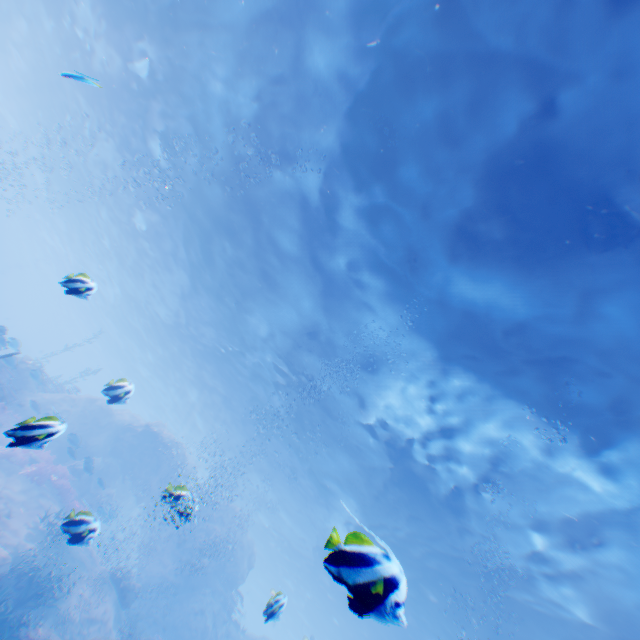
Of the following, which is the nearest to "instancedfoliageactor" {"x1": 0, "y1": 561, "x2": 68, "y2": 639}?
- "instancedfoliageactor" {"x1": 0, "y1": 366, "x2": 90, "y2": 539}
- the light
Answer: "instancedfoliageactor" {"x1": 0, "y1": 366, "x2": 90, "y2": 539}

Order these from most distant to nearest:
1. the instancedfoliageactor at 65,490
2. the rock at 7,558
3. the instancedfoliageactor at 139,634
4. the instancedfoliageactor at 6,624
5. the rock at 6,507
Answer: the instancedfoliageactor at 139,634 < the rock at 6,507 < the rock at 7,558 < the instancedfoliageactor at 6,624 < the instancedfoliageactor at 65,490

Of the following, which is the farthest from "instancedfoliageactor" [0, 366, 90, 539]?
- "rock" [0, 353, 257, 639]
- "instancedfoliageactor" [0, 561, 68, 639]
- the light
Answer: "instancedfoliageactor" [0, 561, 68, 639]

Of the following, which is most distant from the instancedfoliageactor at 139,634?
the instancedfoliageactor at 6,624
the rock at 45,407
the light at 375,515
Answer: the instancedfoliageactor at 6,624

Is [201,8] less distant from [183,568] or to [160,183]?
[160,183]

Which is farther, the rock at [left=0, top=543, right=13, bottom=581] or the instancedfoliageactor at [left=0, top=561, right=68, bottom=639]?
the rock at [left=0, top=543, right=13, bottom=581]

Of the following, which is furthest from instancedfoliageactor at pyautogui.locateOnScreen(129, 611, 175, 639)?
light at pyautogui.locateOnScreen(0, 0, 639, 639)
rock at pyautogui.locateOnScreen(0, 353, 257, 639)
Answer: light at pyautogui.locateOnScreen(0, 0, 639, 639)

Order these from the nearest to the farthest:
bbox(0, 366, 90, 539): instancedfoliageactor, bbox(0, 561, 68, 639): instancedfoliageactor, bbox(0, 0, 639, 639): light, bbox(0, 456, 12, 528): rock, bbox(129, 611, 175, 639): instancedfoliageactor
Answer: bbox(0, 366, 90, 539): instancedfoliageactor, bbox(0, 0, 639, 639): light, bbox(0, 561, 68, 639): instancedfoliageactor, bbox(0, 456, 12, 528): rock, bbox(129, 611, 175, 639): instancedfoliageactor
